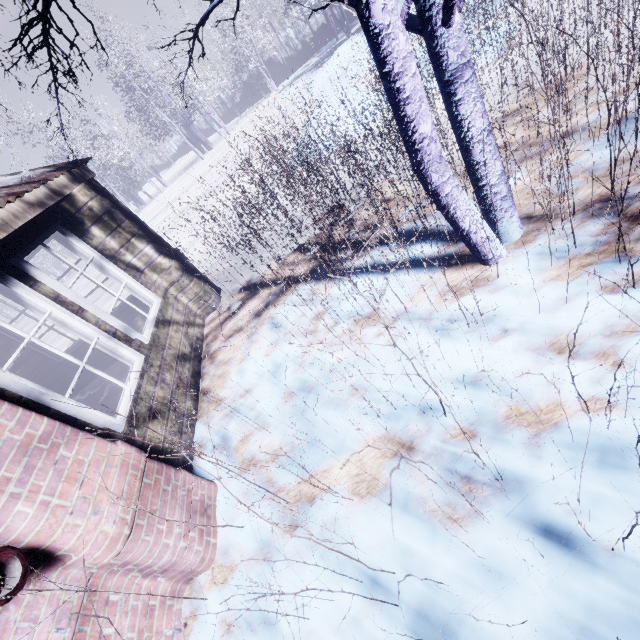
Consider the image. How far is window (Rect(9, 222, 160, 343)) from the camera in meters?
2.8 m

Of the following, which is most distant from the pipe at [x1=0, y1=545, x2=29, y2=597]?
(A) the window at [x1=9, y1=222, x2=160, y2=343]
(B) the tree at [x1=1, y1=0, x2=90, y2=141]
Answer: (A) the window at [x1=9, y1=222, x2=160, y2=343]

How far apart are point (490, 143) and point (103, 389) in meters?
5.9

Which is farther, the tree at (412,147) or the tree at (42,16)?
the tree at (42,16)

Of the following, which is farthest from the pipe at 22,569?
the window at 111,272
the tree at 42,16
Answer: the window at 111,272

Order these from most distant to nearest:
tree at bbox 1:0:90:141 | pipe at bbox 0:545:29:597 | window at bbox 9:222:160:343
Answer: window at bbox 9:222:160:343, tree at bbox 1:0:90:141, pipe at bbox 0:545:29:597

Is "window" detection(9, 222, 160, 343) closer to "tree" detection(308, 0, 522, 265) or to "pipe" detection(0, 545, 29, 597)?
"tree" detection(308, 0, 522, 265)
